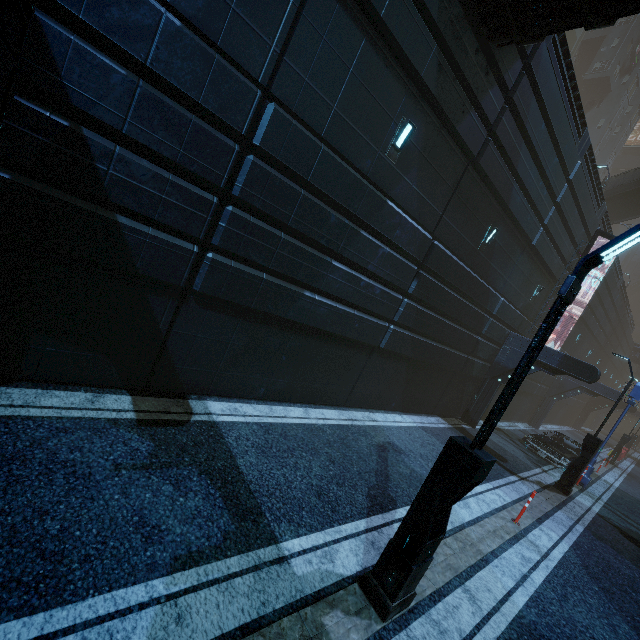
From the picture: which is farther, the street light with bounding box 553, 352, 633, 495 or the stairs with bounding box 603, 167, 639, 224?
the stairs with bounding box 603, 167, 639, 224

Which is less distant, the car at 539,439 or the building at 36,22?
the building at 36,22

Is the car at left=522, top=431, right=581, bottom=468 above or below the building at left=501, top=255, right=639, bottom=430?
below

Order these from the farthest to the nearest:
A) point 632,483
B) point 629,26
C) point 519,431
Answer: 1. point 629,26
2. point 632,483
3. point 519,431

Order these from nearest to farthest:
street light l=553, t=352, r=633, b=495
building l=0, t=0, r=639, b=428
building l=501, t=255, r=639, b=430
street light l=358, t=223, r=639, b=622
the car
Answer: street light l=358, t=223, r=639, b=622, building l=0, t=0, r=639, b=428, street light l=553, t=352, r=633, b=495, building l=501, t=255, r=639, b=430, the car

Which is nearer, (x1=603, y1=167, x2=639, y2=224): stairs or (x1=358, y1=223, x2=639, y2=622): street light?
(x1=358, y1=223, x2=639, y2=622): street light

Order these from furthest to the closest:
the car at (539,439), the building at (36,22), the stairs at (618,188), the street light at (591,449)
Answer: the stairs at (618,188) < the car at (539,439) < the street light at (591,449) < the building at (36,22)

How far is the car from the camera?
15.4 meters
